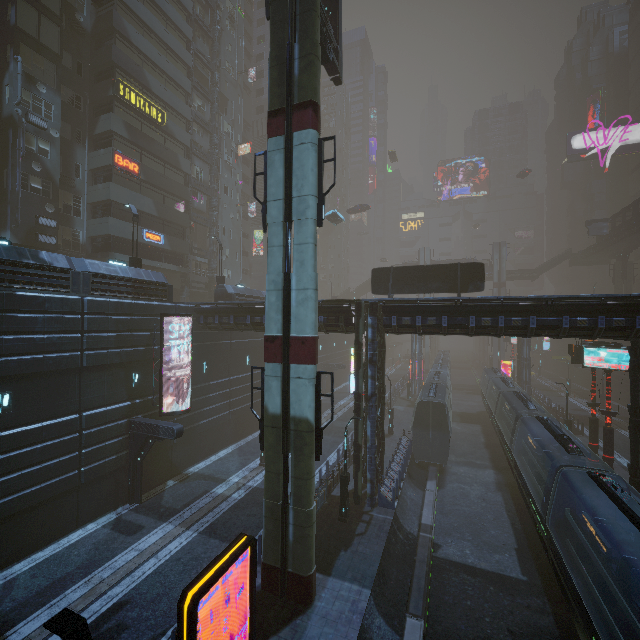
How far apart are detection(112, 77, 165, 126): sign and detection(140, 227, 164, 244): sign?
10.4 meters

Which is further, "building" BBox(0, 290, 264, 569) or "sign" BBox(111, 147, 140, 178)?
"sign" BBox(111, 147, 140, 178)

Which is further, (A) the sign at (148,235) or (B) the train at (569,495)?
(A) the sign at (148,235)

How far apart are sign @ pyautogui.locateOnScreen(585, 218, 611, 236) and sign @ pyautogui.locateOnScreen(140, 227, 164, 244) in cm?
5912

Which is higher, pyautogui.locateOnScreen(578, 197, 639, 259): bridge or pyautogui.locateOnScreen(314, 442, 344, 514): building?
pyautogui.locateOnScreen(578, 197, 639, 259): bridge

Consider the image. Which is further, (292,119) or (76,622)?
(292,119)

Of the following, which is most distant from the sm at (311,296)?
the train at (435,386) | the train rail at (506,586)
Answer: the train at (435,386)

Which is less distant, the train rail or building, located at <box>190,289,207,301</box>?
the train rail
